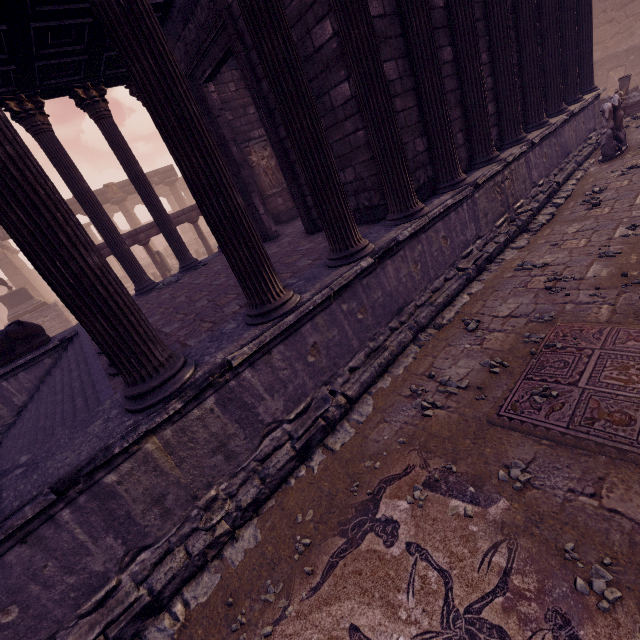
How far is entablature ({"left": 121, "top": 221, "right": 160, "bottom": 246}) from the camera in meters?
12.9

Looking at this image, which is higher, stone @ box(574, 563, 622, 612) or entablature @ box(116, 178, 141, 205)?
entablature @ box(116, 178, 141, 205)

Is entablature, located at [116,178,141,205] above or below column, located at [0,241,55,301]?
above

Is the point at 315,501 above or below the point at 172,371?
below

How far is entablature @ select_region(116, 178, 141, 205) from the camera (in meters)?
25.86

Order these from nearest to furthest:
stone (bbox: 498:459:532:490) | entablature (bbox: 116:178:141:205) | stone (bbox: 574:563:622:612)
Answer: stone (bbox: 574:563:622:612)
stone (bbox: 498:459:532:490)
entablature (bbox: 116:178:141:205)

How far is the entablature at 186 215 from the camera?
Answer: 13.8 meters

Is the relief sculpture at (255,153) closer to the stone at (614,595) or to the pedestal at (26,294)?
the stone at (614,595)
